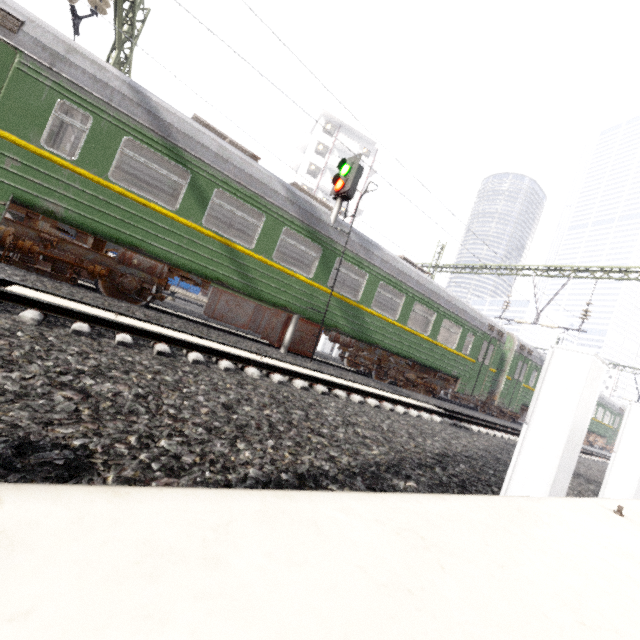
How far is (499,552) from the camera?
0.7m

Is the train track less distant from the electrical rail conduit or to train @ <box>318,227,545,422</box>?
train @ <box>318,227,545,422</box>

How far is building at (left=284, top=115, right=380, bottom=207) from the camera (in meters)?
41.81

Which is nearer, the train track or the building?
the train track

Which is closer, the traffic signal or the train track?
the train track

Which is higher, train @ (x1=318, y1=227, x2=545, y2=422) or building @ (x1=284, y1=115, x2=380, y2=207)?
building @ (x1=284, y1=115, x2=380, y2=207)

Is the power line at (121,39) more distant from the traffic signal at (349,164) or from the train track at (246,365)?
the traffic signal at (349,164)

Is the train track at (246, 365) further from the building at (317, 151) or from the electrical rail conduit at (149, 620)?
the building at (317, 151)
